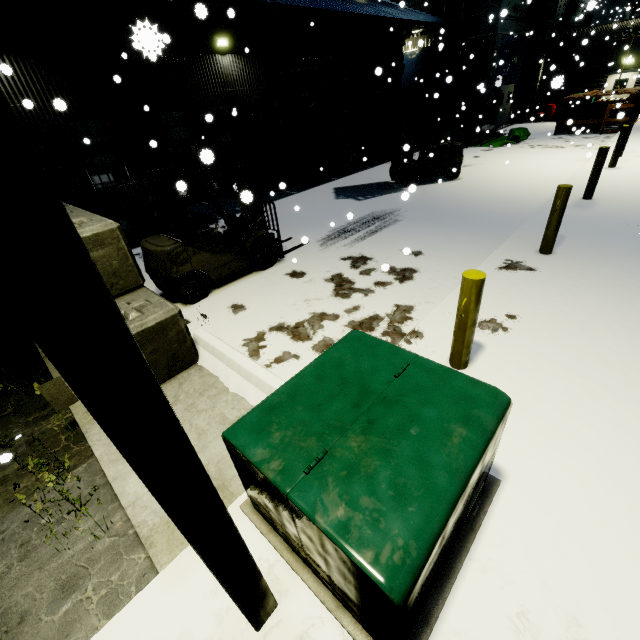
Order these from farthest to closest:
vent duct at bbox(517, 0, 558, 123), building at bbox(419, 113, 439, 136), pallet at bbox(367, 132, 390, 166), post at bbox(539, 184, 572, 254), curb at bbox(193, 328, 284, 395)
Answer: building at bbox(419, 113, 439, 136), vent duct at bbox(517, 0, 558, 123), pallet at bbox(367, 132, 390, 166), post at bbox(539, 184, 572, 254), curb at bbox(193, 328, 284, 395)

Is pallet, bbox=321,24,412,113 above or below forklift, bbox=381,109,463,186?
above

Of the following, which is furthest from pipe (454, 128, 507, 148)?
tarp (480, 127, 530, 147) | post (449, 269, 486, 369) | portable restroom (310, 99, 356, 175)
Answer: post (449, 269, 486, 369)

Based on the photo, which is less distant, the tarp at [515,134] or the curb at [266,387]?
the curb at [266,387]

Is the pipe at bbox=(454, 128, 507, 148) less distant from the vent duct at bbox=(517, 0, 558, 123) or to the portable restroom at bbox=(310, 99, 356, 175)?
the portable restroom at bbox=(310, 99, 356, 175)

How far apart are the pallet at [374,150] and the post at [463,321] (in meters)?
14.51

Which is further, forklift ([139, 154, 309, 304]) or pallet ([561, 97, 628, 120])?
pallet ([561, 97, 628, 120])

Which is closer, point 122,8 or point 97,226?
point 97,226
